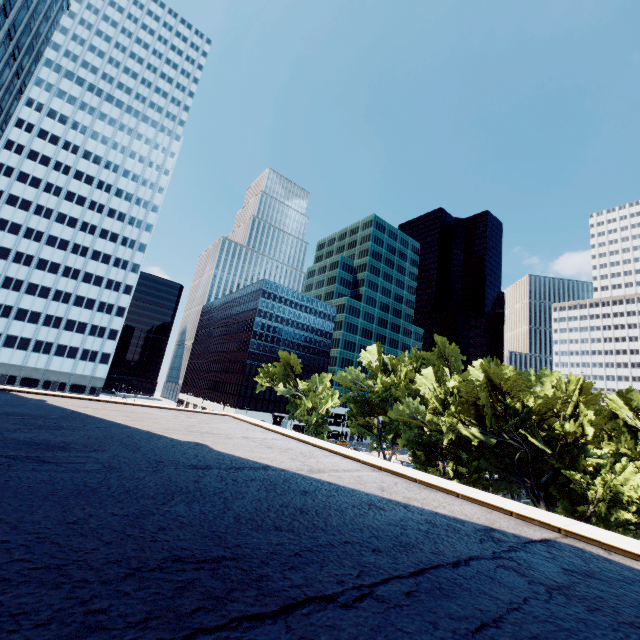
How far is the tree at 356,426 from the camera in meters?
57.2

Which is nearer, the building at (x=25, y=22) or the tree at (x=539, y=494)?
the tree at (x=539, y=494)

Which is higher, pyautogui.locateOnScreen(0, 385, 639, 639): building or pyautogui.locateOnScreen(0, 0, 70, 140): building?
pyautogui.locateOnScreen(0, 0, 70, 140): building

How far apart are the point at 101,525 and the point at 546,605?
4.5 meters

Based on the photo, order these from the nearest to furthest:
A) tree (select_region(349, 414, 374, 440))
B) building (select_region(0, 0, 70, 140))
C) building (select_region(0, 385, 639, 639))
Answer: building (select_region(0, 385, 639, 639))
building (select_region(0, 0, 70, 140))
tree (select_region(349, 414, 374, 440))

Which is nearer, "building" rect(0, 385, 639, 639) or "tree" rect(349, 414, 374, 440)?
"building" rect(0, 385, 639, 639)

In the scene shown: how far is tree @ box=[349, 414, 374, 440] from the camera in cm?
5722
